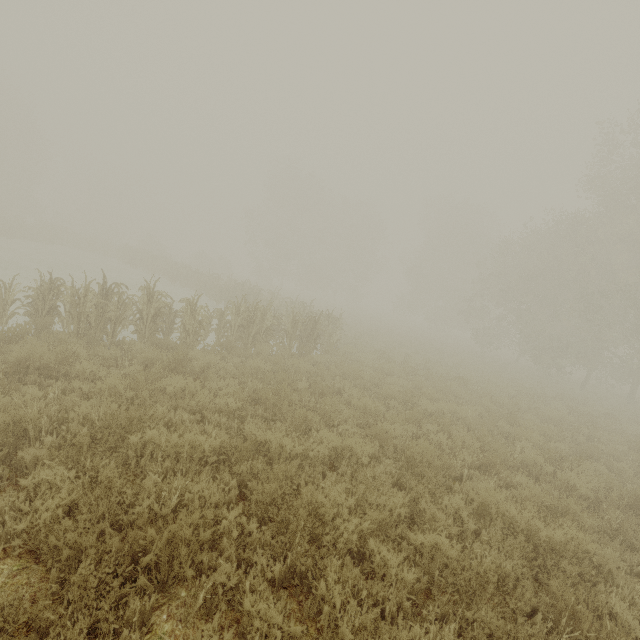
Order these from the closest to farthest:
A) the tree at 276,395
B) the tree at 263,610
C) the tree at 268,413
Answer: the tree at 263,610 → the tree at 268,413 → the tree at 276,395

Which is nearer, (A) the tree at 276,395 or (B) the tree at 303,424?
(B) the tree at 303,424

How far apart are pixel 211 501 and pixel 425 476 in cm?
368

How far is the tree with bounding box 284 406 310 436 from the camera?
5.9m

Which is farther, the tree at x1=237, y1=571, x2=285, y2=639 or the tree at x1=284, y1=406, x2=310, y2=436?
the tree at x1=284, y1=406, x2=310, y2=436
